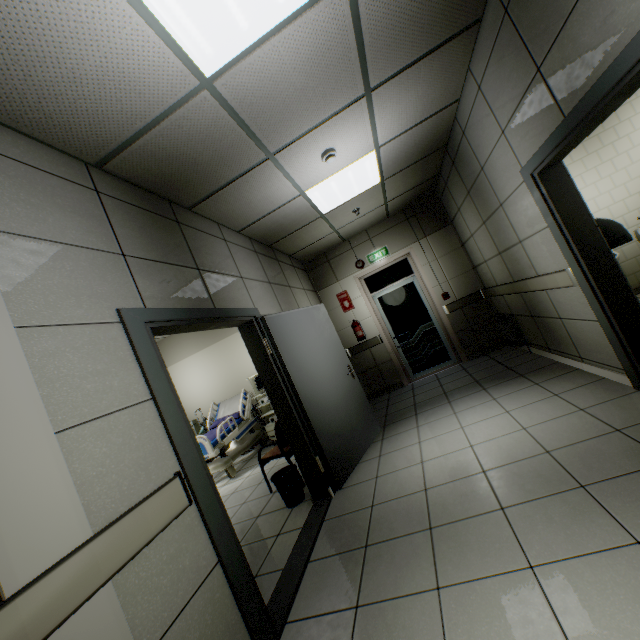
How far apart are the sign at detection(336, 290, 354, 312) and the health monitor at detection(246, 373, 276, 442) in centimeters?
188cm

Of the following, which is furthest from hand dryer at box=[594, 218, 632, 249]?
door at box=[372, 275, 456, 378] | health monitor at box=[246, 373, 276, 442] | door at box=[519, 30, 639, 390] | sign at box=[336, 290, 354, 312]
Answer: health monitor at box=[246, 373, 276, 442]

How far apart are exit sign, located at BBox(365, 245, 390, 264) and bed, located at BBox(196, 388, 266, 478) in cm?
378

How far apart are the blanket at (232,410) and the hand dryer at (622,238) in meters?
5.8 m

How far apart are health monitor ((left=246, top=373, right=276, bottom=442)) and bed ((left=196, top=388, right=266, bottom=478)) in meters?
0.3

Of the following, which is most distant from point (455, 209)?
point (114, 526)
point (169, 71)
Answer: point (114, 526)

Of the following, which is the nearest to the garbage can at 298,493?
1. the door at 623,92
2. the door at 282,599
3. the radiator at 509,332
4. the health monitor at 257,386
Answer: the door at 282,599

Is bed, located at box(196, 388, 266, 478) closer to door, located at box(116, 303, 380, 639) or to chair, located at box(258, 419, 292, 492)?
chair, located at box(258, 419, 292, 492)
